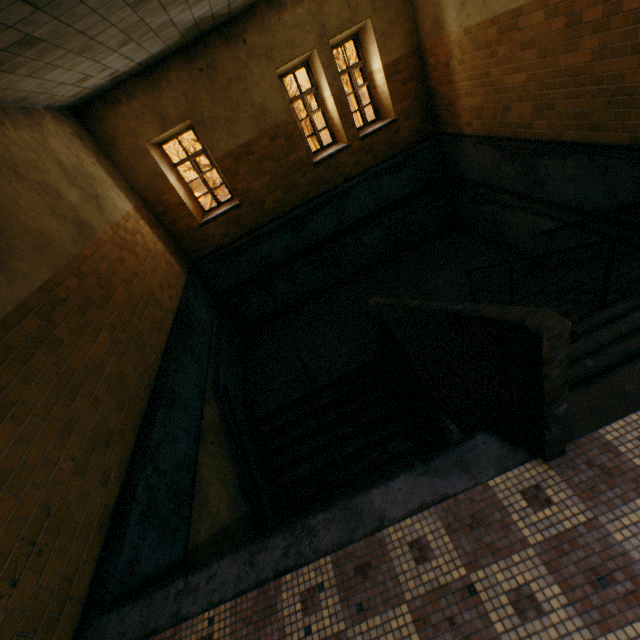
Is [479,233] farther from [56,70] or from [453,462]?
[56,70]
